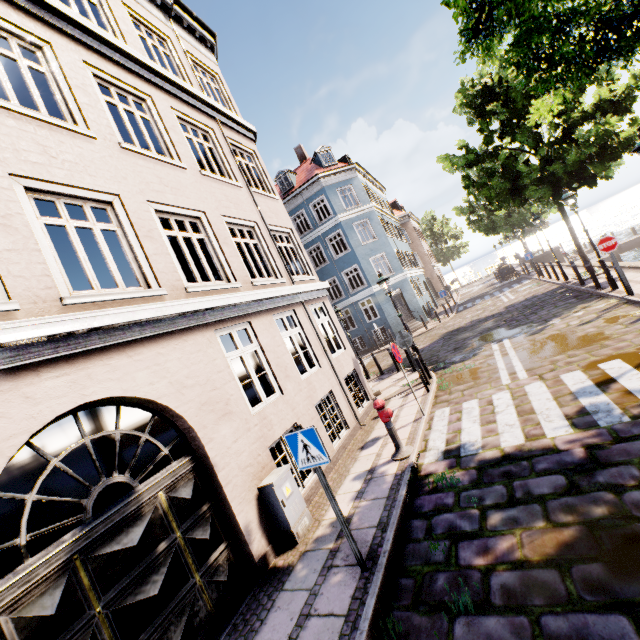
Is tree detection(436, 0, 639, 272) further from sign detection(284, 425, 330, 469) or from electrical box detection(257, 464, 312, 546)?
electrical box detection(257, 464, 312, 546)

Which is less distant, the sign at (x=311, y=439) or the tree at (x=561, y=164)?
the sign at (x=311, y=439)

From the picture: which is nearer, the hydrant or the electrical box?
the electrical box

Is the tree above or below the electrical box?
above

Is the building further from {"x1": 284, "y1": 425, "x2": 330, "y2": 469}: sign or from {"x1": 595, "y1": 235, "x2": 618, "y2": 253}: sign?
{"x1": 595, "y1": 235, "x2": 618, "y2": 253}: sign

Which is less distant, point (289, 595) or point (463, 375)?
point (289, 595)

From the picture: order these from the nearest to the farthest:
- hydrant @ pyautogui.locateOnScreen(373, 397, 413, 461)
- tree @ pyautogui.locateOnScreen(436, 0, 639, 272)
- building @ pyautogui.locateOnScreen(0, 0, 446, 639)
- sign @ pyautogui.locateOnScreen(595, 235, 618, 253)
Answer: building @ pyautogui.locateOnScreen(0, 0, 446, 639) → tree @ pyautogui.locateOnScreen(436, 0, 639, 272) → hydrant @ pyautogui.locateOnScreen(373, 397, 413, 461) → sign @ pyautogui.locateOnScreen(595, 235, 618, 253)

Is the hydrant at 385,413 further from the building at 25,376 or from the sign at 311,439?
the sign at 311,439
